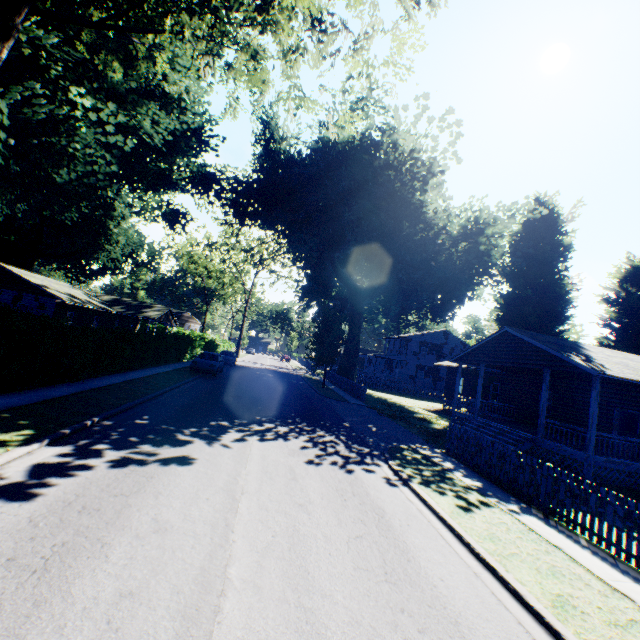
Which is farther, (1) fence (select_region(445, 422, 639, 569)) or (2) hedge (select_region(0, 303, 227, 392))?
(2) hedge (select_region(0, 303, 227, 392))

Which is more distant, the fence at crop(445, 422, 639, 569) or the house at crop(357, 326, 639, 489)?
the house at crop(357, 326, 639, 489)

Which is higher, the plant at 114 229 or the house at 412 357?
the plant at 114 229

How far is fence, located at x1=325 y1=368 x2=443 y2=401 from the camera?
27.42m

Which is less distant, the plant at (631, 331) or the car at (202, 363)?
the car at (202, 363)

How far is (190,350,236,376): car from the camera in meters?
23.5 m

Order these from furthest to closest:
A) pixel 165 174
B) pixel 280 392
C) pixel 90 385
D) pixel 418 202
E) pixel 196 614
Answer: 1. pixel 418 202
2. pixel 165 174
3. pixel 280 392
4. pixel 90 385
5. pixel 196 614

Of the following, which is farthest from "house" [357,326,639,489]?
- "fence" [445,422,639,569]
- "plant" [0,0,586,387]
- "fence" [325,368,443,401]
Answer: "fence" [325,368,443,401]
